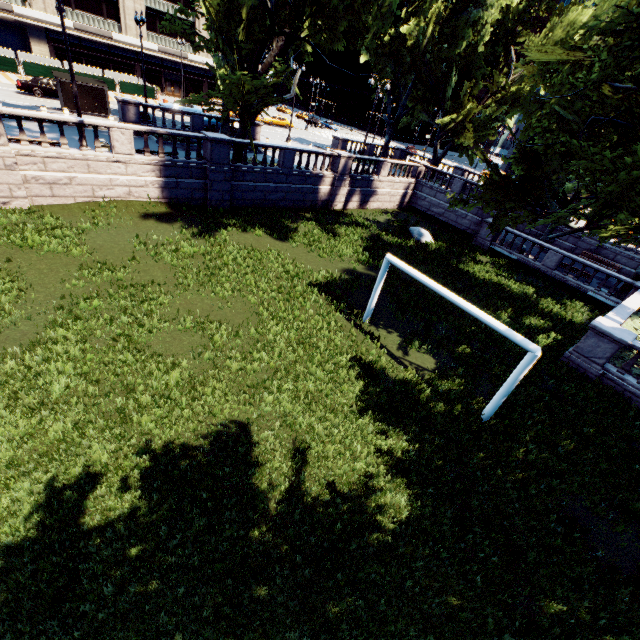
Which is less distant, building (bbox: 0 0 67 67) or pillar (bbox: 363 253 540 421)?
pillar (bbox: 363 253 540 421)

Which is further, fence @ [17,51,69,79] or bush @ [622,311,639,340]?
fence @ [17,51,69,79]

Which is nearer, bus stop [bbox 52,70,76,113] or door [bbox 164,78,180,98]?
bus stop [bbox 52,70,76,113]

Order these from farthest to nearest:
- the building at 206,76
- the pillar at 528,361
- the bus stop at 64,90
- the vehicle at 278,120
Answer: the building at 206,76 < the vehicle at 278,120 < the bus stop at 64,90 < the pillar at 528,361

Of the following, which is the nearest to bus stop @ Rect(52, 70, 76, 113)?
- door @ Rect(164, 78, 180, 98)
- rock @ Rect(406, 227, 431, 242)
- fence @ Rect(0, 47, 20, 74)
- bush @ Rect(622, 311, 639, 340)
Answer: fence @ Rect(0, 47, 20, 74)

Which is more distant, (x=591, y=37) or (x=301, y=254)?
(x=301, y=254)

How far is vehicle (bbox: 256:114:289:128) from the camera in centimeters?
4872cm

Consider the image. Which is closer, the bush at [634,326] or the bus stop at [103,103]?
the bush at [634,326]
